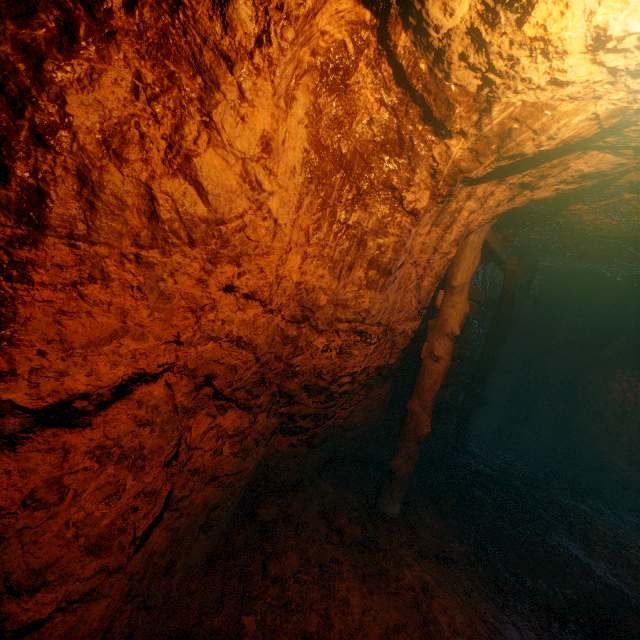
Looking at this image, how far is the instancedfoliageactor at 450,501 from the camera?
4.75m

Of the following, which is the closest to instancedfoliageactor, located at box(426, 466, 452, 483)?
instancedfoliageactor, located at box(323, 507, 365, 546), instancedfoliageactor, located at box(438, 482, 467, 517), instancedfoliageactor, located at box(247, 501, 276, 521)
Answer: instancedfoliageactor, located at box(438, 482, 467, 517)

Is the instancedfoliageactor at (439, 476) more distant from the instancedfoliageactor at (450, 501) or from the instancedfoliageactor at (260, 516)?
the instancedfoliageactor at (260, 516)

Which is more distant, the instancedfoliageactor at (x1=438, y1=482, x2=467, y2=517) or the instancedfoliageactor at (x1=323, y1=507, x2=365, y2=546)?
the instancedfoliageactor at (x1=438, y1=482, x2=467, y2=517)

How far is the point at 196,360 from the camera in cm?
230

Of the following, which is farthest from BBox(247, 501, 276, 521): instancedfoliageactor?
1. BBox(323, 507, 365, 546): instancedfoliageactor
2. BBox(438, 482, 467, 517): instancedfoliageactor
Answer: BBox(438, 482, 467, 517): instancedfoliageactor

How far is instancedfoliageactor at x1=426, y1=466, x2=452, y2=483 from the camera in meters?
5.5

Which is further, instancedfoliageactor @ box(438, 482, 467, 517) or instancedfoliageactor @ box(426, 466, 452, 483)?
instancedfoliageactor @ box(426, 466, 452, 483)
